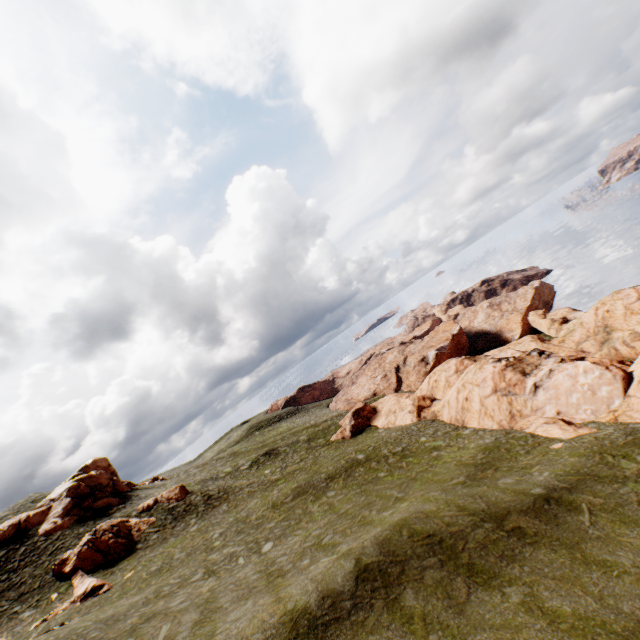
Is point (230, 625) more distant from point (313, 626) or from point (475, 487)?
point (475, 487)

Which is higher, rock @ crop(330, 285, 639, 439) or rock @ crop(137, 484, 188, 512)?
rock @ crop(137, 484, 188, 512)

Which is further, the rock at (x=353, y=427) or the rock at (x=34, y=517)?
the rock at (x=34, y=517)

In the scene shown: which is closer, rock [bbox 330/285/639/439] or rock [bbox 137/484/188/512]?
rock [bbox 330/285/639/439]

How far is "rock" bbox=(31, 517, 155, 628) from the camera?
25.4m

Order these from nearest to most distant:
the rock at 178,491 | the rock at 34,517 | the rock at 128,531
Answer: the rock at 128,531 → the rock at 34,517 → the rock at 178,491

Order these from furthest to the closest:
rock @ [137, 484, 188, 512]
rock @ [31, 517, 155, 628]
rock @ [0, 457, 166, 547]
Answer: rock @ [137, 484, 188, 512]
rock @ [0, 457, 166, 547]
rock @ [31, 517, 155, 628]
